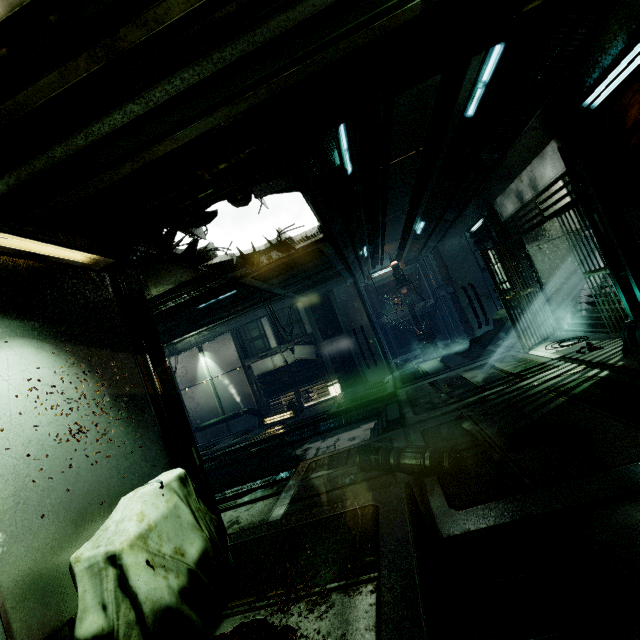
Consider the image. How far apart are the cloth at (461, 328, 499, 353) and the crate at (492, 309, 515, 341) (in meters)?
0.02

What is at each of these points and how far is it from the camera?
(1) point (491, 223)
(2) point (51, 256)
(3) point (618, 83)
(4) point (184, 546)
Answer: (1) wall detail, 9.80m
(2) ceiling light, 2.90m
(3) ceiling light, 4.50m
(4) crate, 2.24m

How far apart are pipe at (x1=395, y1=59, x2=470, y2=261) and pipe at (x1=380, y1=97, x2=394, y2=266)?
0.6 meters

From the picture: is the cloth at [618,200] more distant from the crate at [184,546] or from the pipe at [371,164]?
the crate at [184,546]

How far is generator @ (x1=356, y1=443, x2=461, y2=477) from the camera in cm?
406

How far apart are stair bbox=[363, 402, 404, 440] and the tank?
6.6 meters

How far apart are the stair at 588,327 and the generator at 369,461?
5.1m
